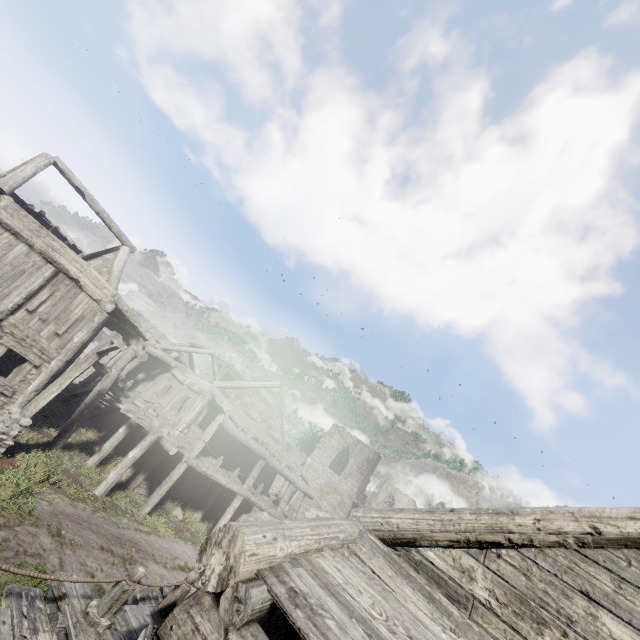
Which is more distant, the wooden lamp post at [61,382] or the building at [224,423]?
the wooden lamp post at [61,382]

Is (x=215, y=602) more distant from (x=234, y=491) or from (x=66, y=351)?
(x=234, y=491)

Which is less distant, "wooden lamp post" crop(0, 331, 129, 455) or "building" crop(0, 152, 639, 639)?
"building" crop(0, 152, 639, 639)
